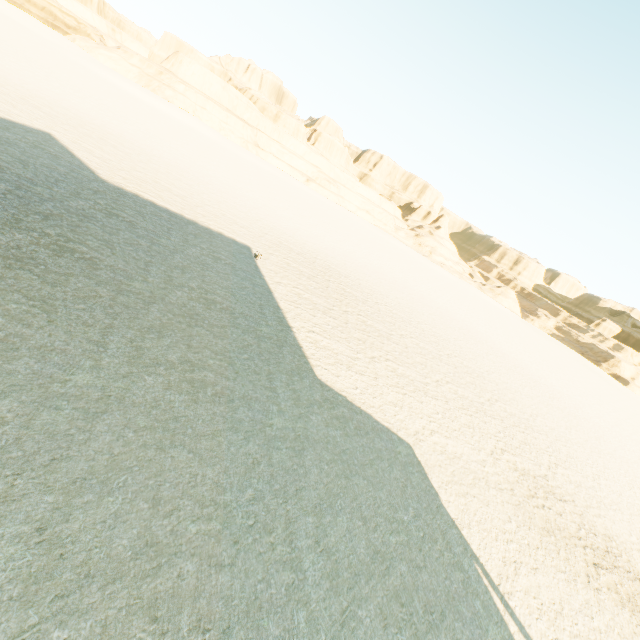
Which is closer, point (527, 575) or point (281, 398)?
point (527, 575)
